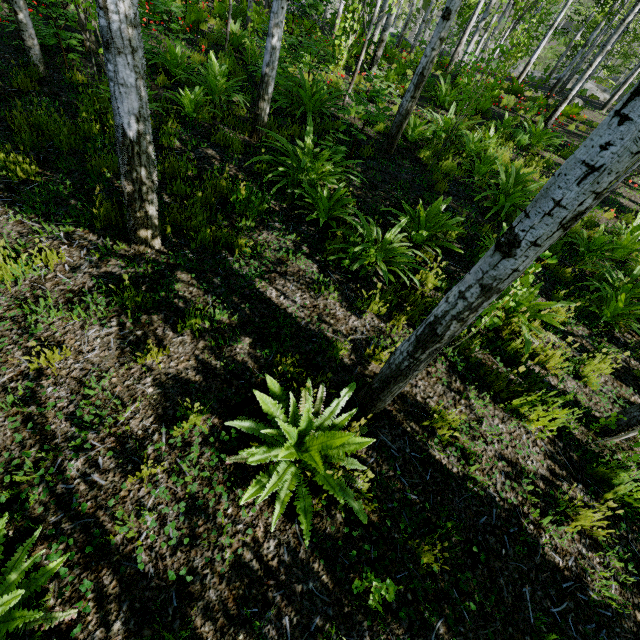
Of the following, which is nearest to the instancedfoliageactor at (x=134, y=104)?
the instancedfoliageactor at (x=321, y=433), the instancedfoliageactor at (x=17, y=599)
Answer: the instancedfoliageactor at (x=321, y=433)

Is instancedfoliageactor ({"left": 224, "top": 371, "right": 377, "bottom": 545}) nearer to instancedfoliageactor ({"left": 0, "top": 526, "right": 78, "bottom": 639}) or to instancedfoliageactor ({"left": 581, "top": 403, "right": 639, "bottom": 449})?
instancedfoliageactor ({"left": 0, "top": 526, "right": 78, "bottom": 639})

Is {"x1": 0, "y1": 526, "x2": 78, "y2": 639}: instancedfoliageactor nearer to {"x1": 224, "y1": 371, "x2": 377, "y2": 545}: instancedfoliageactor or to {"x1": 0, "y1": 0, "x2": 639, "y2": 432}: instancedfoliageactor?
{"x1": 224, "y1": 371, "x2": 377, "y2": 545}: instancedfoliageactor

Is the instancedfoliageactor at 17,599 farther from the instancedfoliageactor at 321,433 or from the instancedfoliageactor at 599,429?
the instancedfoliageactor at 599,429

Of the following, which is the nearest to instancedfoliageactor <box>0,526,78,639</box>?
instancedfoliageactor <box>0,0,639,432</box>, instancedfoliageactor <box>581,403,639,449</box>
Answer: instancedfoliageactor <box>581,403,639,449</box>

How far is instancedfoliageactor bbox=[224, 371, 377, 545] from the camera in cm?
222

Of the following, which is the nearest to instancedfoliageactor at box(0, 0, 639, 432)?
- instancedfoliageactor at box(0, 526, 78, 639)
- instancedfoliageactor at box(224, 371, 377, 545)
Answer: instancedfoliageactor at box(224, 371, 377, 545)

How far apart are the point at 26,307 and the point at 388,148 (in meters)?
6.76
